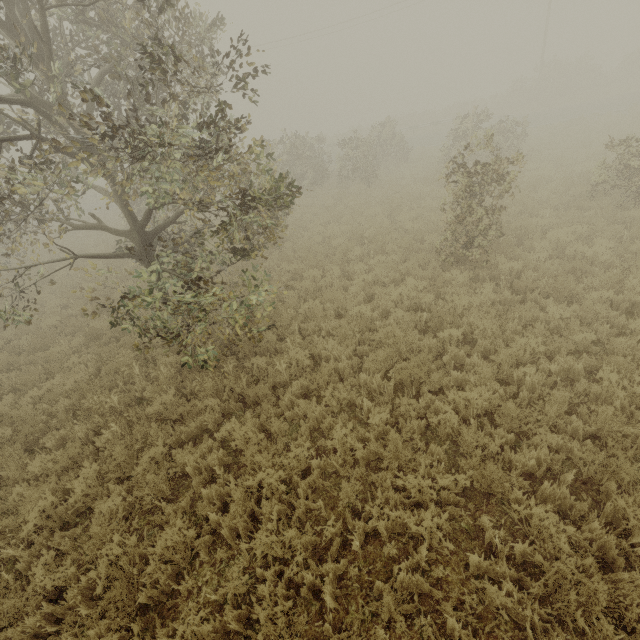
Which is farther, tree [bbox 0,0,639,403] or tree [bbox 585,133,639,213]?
tree [bbox 585,133,639,213]

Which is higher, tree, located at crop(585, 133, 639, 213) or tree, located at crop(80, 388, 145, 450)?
tree, located at crop(585, 133, 639, 213)

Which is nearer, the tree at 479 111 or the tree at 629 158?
the tree at 479 111

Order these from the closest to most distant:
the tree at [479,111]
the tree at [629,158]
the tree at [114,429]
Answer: the tree at [479,111]
the tree at [114,429]
the tree at [629,158]

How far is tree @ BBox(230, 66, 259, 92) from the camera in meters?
5.1 m

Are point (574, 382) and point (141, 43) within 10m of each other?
yes
